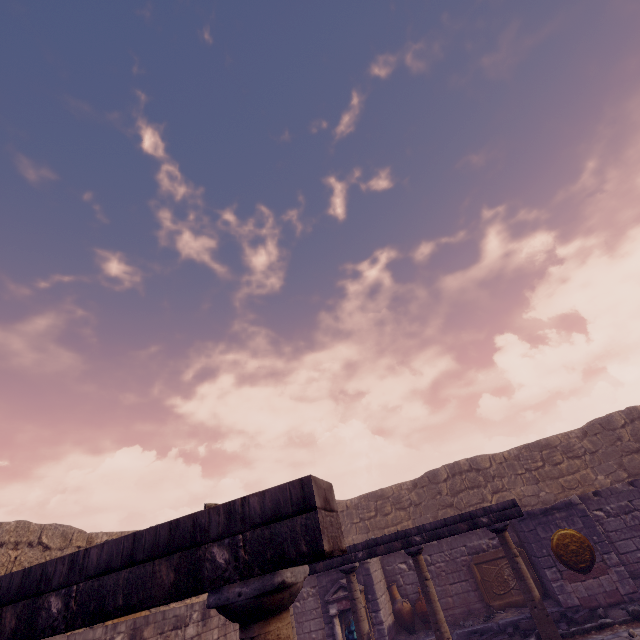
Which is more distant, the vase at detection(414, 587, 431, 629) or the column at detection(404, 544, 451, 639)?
the vase at detection(414, 587, 431, 629)

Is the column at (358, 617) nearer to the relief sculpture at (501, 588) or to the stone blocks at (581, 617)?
the stone blocks at (581, 617)

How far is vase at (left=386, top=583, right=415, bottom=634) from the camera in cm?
1050

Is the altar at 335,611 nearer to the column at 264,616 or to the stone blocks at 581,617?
the stone blocks at 581,617

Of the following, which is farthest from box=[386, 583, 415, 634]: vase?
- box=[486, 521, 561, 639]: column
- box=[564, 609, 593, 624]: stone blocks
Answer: box=[486, 521, 561, 639]: column

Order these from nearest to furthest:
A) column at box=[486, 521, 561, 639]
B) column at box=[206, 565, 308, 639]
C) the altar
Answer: column at box=[206, 565, 308, 639] → column at box=[486, 521, 561, 639] → the altar

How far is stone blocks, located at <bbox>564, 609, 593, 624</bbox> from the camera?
8.1 meters

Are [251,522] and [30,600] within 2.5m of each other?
yes
